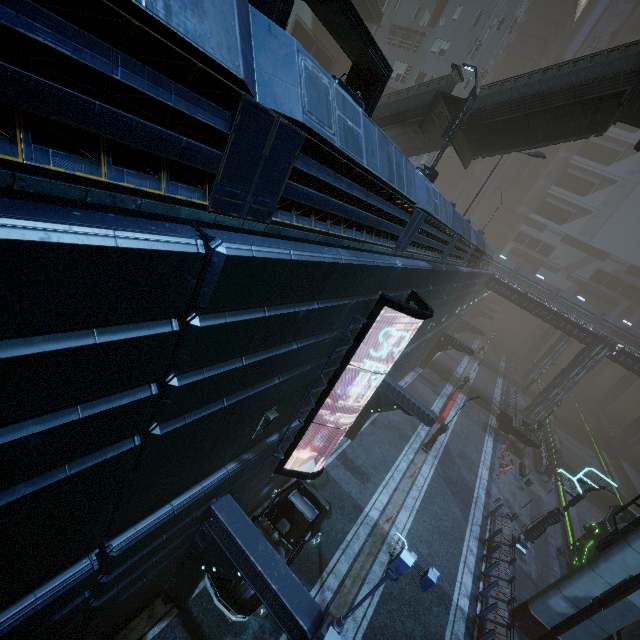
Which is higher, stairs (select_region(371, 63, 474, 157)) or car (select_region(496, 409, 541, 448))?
stairs (select_region(371, 63, 474, 157))

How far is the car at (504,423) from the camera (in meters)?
28.02

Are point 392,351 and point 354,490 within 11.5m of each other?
yes

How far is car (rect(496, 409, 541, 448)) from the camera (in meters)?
28.02

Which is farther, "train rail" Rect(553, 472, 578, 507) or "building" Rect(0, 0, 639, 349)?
"train rail" Rect(553, 472, 578, 507)

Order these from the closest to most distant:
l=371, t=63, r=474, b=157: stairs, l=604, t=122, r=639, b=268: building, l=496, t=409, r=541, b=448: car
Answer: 1. l=371, t=63, r=474, b=157: stairs
2. l=496, t=409, r=541, b=448: car
3. l=604, t=122, r=639, b=268: building

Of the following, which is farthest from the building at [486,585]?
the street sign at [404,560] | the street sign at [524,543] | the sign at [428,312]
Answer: the street sign at [404,560]
